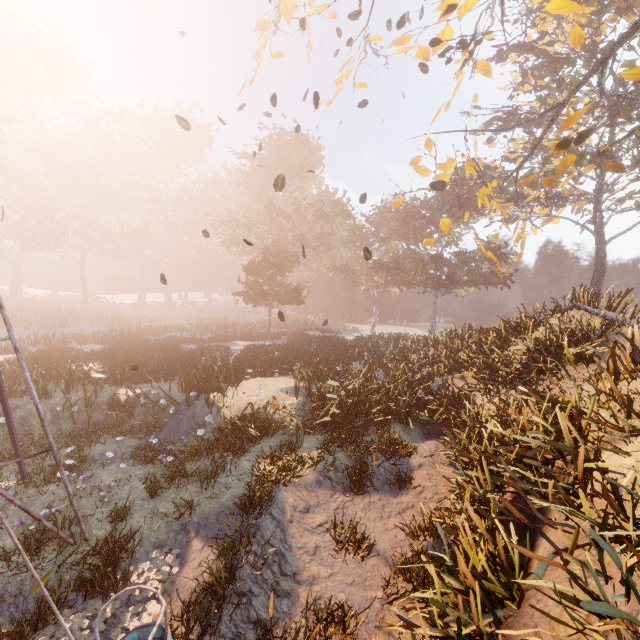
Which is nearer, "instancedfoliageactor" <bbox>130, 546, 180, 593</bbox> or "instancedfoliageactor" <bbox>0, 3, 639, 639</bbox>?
"instancedfoliageactor" <bbox>0, 3, 639, 639</bbox>

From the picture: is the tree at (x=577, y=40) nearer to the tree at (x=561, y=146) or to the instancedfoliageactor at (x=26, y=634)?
the tree at (x=561, y=146)

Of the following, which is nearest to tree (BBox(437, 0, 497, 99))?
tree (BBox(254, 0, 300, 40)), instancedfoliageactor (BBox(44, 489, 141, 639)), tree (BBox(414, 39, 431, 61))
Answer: tree (BBox(414, 39, 431, 61))

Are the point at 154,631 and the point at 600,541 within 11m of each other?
yes

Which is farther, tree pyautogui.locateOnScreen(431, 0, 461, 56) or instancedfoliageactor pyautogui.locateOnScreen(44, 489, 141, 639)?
tree pyautogui.locateOnScreen(431, 0, 461, 56)

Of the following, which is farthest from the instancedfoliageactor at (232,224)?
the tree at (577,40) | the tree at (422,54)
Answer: the tree at (577,40)

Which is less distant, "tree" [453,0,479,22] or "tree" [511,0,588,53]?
"tree" [511,0,588,53]
